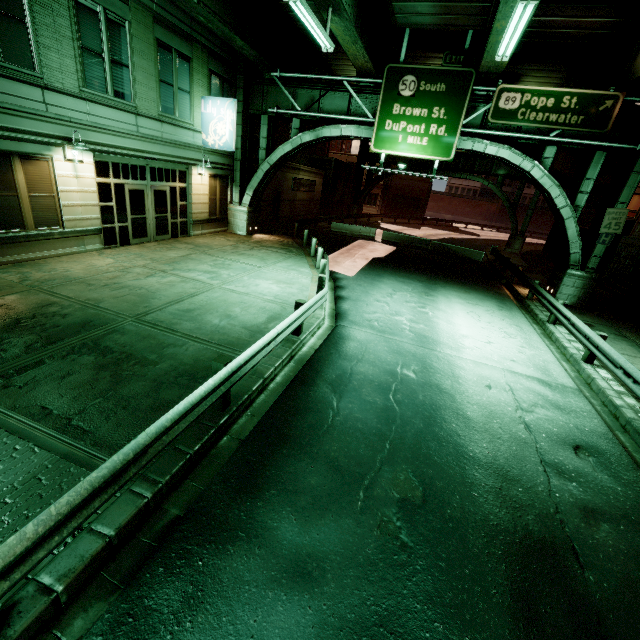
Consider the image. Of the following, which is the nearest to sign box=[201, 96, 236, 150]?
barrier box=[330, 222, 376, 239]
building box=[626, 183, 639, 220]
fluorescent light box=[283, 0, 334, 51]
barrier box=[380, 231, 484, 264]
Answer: fluorescent light box=[283, 0, 334, 51]

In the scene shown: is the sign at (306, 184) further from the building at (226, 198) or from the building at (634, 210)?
the building at (634, 210)

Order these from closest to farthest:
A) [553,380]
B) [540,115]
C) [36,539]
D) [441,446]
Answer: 1. [36,539]
2. [441,446]
3. [553,380]
4. [540,115]

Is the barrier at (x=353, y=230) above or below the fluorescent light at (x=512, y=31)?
below

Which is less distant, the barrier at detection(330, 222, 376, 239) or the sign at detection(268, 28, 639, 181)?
the sign at detection(268, 28, 639, 181)

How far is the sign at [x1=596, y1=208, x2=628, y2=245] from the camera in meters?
14.7

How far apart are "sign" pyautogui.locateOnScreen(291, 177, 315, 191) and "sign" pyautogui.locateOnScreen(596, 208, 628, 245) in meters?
Answer: 22.1

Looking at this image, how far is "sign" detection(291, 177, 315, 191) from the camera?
28.91m
